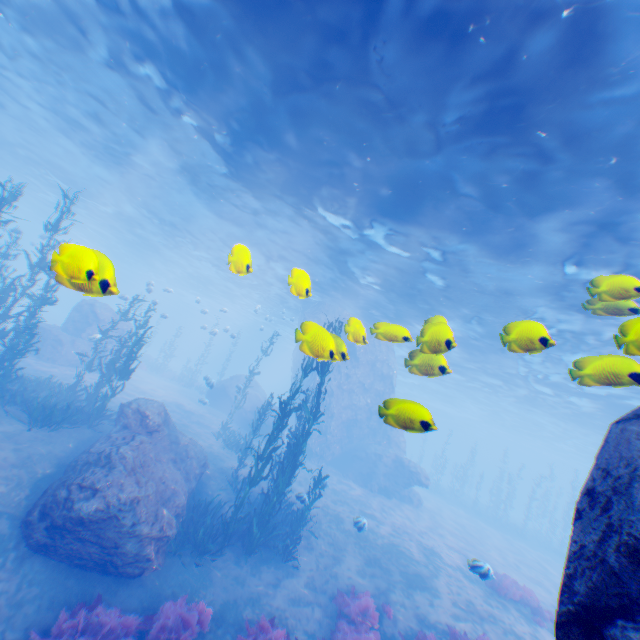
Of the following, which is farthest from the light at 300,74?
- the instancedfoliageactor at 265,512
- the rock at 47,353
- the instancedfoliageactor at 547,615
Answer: the instancedfoliageactor at 547,615

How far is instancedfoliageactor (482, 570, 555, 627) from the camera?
12.8 meters

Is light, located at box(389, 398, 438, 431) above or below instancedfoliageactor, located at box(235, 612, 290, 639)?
above

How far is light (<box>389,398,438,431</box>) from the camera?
3.7 meters

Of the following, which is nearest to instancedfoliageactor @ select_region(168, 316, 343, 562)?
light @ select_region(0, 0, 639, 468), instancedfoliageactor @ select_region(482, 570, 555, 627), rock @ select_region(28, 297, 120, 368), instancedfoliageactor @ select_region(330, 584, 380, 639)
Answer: rock @ select_region(28, 297, 120, 368)

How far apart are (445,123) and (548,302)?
10.43m

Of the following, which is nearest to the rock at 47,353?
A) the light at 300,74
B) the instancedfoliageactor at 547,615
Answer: the light at 300,74
